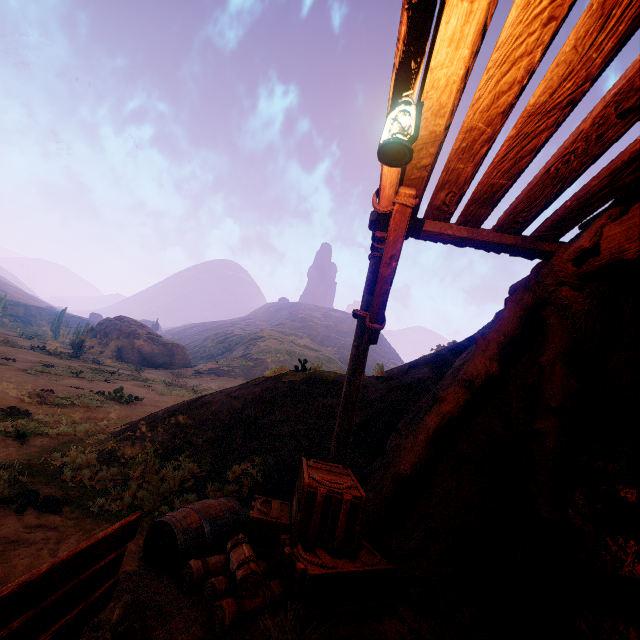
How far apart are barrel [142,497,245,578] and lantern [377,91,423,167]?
4.0 meters

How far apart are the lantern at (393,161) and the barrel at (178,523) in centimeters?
404cm

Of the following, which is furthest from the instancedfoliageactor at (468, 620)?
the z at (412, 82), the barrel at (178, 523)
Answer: the barrel at (178, 523)

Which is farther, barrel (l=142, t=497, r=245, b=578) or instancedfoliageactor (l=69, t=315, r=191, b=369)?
instancedfoliageactor (l=69, t=315, r=191, b=369)

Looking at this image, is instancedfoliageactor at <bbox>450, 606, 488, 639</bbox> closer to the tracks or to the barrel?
the tracks

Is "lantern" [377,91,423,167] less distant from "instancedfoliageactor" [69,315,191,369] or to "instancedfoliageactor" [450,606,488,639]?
"instancedfoliageactor" [450,606,488,639]

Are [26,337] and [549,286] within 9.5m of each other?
no

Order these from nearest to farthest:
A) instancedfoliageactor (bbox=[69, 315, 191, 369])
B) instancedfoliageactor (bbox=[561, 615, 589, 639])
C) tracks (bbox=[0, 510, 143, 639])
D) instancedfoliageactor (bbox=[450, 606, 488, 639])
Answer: tracks (bbox=[0, 510, 143, 639]), instancedfoliageactor (bbox=[450, 606, 488, 639]), instancedfoliageactor (bbox=[561, 615, 589, 639]), instancedfoliageactor (bbox=[69, 315, 191, 369])
